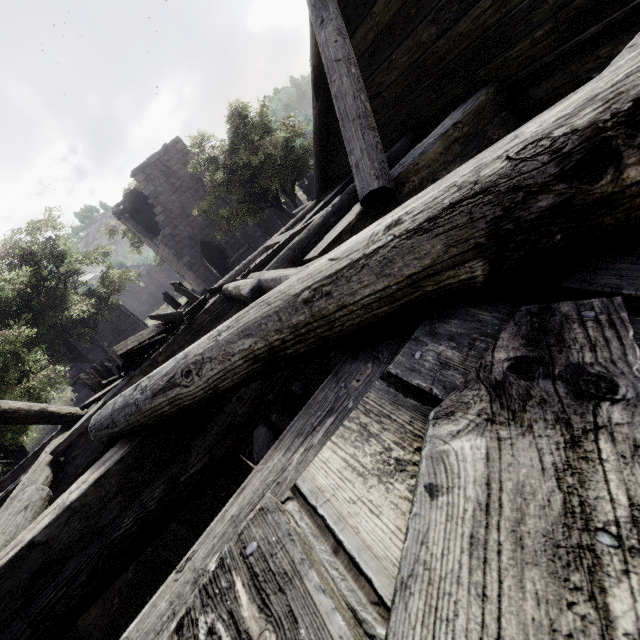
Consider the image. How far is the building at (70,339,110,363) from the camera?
19.2 meters

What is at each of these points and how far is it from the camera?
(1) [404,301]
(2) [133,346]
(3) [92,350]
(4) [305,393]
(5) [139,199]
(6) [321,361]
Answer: (1) building, 1.2 meters
(2) broken furniture, 6.5 meters
(3) building, 19.5 meters
(4) rubble, 8.6 meters
(5) wooden plank rubble, 22.9 meters
(6) rubble, 9.3 meters

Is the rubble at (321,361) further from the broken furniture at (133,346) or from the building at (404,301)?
the broken furniture at (133,346)

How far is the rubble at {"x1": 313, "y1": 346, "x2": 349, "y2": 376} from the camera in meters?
9.0 m

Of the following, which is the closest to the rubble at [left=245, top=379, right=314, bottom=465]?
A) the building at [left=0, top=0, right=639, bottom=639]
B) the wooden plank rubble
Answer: the building at [left=0, top=0, right=639, bottom=639]

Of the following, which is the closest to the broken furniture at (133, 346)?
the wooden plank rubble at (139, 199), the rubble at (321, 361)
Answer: the rubble at (321, 361)

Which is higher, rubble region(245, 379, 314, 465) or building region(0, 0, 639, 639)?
building region(0, 0, 639, 639)
